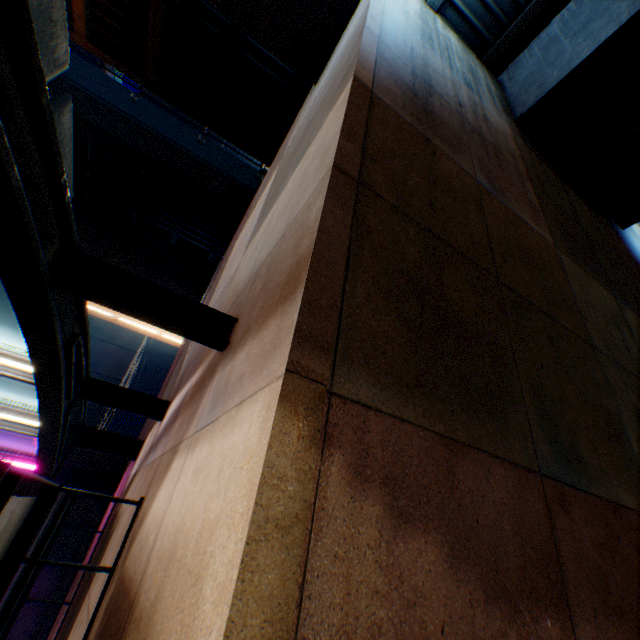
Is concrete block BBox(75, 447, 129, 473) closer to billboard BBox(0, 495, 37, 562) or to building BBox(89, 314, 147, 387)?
billboard BBox(0, 495, 37, 562)

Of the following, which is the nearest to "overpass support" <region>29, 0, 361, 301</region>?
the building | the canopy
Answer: the canopy

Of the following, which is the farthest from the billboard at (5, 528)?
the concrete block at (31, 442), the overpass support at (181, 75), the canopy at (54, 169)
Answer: the concrete block at (31, 442)

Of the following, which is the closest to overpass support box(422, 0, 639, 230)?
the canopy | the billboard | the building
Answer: the canopy

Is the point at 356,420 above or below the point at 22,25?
below

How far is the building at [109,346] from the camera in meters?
29.1 m

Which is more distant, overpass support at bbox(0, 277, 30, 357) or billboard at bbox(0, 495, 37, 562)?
overpass support at bbox(0, 277, 30, 357)

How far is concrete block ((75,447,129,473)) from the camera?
9.97m
